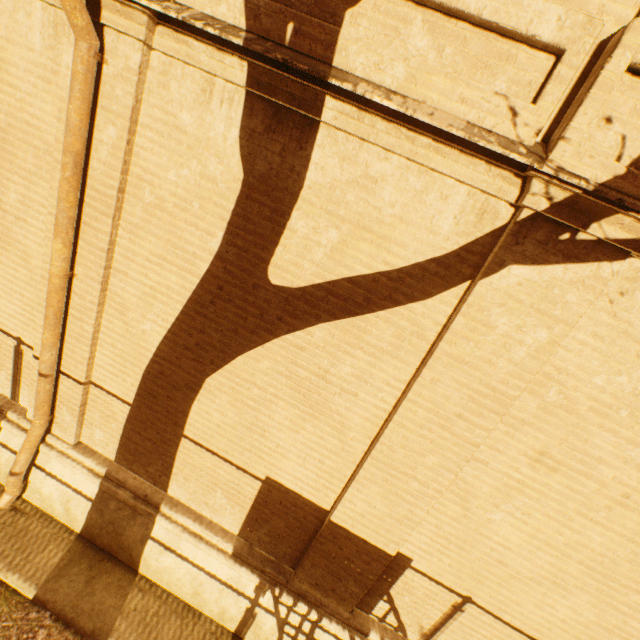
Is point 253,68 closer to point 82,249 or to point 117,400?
point 82,249
